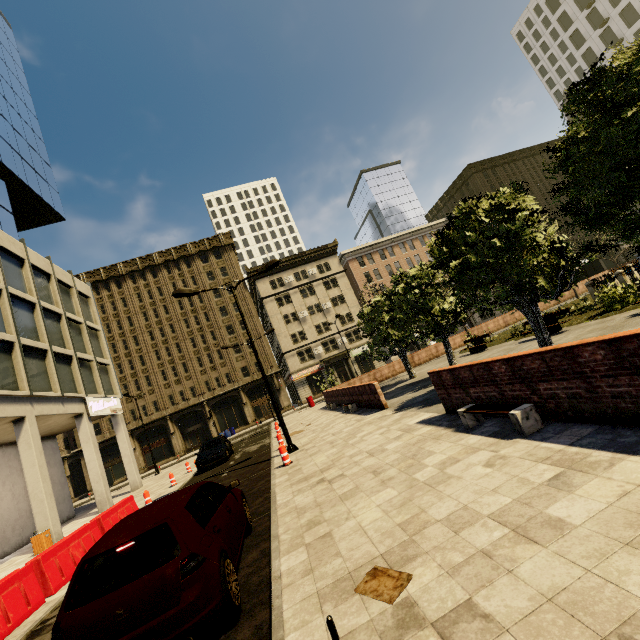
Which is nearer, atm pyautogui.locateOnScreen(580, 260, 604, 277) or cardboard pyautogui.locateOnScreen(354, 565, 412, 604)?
cardboard pyautogui.locateOnScreen(354, 565, 412, 604)

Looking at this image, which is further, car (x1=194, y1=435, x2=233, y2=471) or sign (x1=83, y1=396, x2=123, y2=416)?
sign (x1=83, y1=396, x2=123, y2=416)

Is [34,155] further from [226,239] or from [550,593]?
[550,593]

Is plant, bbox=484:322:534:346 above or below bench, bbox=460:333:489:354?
below

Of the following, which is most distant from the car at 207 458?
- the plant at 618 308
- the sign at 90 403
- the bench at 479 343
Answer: the plant at 618 308

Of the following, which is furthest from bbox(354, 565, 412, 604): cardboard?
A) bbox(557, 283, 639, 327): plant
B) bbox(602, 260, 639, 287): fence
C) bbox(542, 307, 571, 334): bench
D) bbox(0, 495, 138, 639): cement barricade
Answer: bbox(602, 260, 639, 287): fence

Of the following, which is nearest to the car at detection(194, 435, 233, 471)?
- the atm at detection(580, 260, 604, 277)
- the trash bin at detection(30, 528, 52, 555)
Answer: the trash bin at detection(30, 528, 52, 555)

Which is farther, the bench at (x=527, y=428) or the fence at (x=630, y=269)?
the fence at (x=630, y=269)
